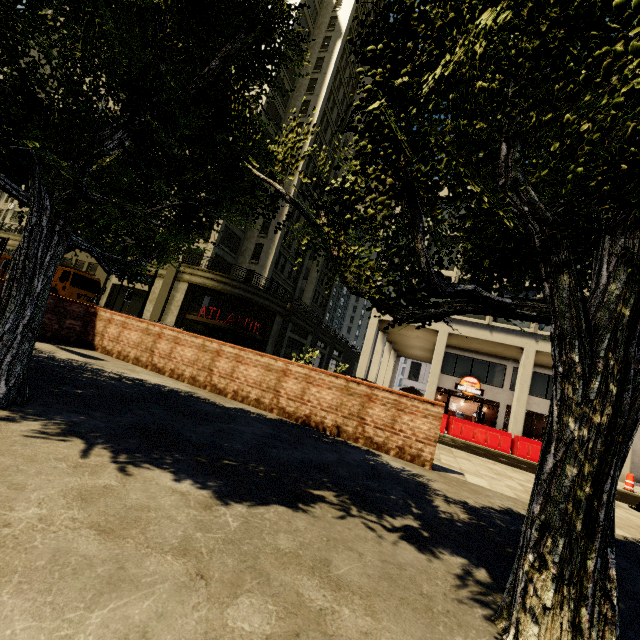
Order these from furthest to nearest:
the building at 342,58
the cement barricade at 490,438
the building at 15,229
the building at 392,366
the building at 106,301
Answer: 1. the building at 15,229
2. the building at 342,58
3. the building at 106,301
4. the building at 392,366
5. the cement barricade at 490,438

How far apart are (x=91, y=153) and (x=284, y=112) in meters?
40.7 m

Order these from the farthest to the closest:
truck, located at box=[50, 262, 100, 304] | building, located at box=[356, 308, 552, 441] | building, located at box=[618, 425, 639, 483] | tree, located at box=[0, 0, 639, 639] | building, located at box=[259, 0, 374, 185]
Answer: building, located at box=[259, 0, 374, 185] → truck, located at box=[50, 262, 100, 304] → building, located at box=[356, 308, 552, 441] → building, located at box=[618, 425, 639, 483] → tree, located at box=[0, 0, 639, 639]

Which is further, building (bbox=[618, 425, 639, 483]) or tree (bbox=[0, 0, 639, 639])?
building (bbox=[618, 425, 639, 483])

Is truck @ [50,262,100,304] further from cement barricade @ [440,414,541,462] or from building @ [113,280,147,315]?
cement barricade @ [440,414,541,462]

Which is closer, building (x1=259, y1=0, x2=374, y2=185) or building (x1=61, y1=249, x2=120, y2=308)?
building (x1=61, y1=249, x2=120, y2=308)

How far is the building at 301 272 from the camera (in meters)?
27.20
